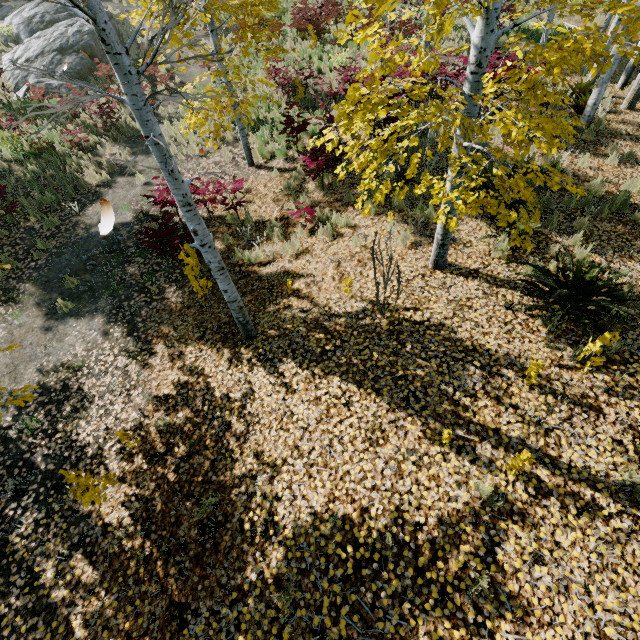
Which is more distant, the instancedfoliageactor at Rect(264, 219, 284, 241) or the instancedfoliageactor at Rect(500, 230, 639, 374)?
the instancedfoliageactor at Rect(264, 219, 284, 241)

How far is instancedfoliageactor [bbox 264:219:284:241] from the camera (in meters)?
7.51

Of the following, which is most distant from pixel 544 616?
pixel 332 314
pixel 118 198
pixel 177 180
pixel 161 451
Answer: pixel 118 198

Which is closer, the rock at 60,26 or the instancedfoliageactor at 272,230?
the instancedfoliageactor at 272,230

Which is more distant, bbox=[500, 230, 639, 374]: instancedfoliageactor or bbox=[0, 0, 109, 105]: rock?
bbox=[0, 0, 109, 105]: rock

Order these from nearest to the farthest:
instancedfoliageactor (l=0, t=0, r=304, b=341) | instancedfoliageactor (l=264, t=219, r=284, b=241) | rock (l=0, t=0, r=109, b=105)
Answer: instancedfoliageactor (l=0, t=0, r=304, b=341), instancedfoliageactor (l=264, t=219, r=284, b=241), rock (l=0, t=0, r=109, b=105)
